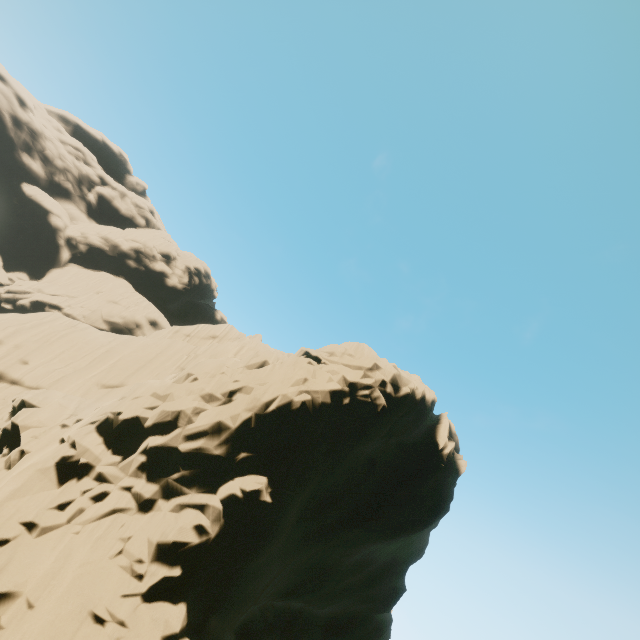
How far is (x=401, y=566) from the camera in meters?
22.4 m
